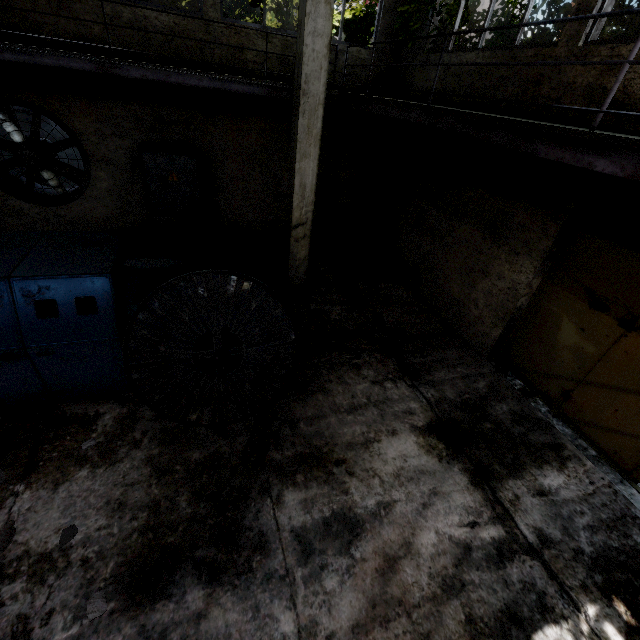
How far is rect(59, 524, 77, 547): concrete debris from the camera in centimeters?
329cm

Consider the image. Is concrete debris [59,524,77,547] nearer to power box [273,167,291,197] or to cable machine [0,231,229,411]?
cable machine [0,231,229,411]

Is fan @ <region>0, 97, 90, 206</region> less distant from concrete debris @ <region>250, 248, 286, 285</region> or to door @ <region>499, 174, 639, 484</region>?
concrete debris @ <region>250, 248, 286, 285</region>

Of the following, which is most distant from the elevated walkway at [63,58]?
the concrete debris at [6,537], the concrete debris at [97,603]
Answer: the concrete debris at [97,603]

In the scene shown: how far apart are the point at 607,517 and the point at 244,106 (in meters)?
10.37

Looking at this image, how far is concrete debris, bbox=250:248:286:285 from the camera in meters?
8.1

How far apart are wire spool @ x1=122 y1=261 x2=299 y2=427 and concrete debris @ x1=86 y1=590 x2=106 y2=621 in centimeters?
167cm

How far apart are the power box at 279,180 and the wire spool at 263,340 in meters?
5.5 m
